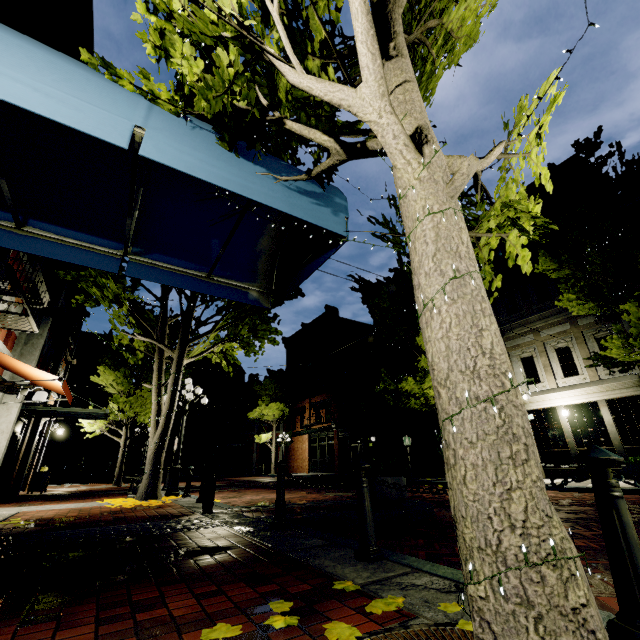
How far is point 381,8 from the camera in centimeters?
271cm

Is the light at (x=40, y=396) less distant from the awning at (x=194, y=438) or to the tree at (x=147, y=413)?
the tree at (x=147, y=413)

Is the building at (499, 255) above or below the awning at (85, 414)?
above

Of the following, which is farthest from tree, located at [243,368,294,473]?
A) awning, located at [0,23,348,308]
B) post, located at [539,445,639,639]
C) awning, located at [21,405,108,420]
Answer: awning, located at [21,405,108,420]

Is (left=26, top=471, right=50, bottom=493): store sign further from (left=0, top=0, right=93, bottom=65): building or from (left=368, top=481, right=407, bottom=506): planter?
(left=368, top=481, right=407, bottom=506): planter

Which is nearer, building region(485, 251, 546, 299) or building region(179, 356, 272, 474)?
building region(485, 251, 546, 299)

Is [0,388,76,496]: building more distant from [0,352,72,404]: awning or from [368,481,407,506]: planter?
[368,481,407,506]: planter

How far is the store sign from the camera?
12.6m
